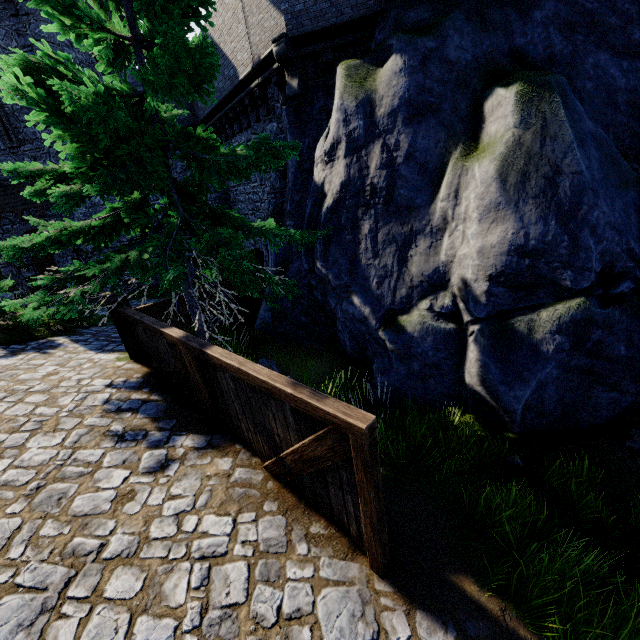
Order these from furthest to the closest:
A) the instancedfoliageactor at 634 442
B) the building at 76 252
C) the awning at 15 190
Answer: the building at 76 252
the awning at 15 190
the instancedfoliageactor at 634 442

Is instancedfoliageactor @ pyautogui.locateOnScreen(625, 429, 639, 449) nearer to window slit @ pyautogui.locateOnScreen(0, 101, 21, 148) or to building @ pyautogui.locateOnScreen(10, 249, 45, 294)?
building @ pyautogui.locateOnScreen(10, 249, 45, 294)

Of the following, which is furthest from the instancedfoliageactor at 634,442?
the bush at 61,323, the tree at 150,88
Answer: the bush at 61,323

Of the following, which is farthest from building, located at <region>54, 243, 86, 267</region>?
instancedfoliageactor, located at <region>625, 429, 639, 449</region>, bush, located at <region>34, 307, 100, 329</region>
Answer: instancedfoliageactor, located at <region>625, 429, 639, 449</region>

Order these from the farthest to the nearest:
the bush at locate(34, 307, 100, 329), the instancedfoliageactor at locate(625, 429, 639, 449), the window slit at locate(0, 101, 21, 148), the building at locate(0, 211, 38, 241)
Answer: the building at locate(0, 211, 38, 241)
the window slit at locate(0, 101, 21, 148)
the bush at locate(34, 307, 100, 329)
the instancedfoliageactor at locate(625, 429, 639, 449)

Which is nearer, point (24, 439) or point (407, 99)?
point (24, 439)

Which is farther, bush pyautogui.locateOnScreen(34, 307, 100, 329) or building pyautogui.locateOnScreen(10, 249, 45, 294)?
building pyautogui.locateOnScreen(10, 249, 45, 294)

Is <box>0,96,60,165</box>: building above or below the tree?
above
